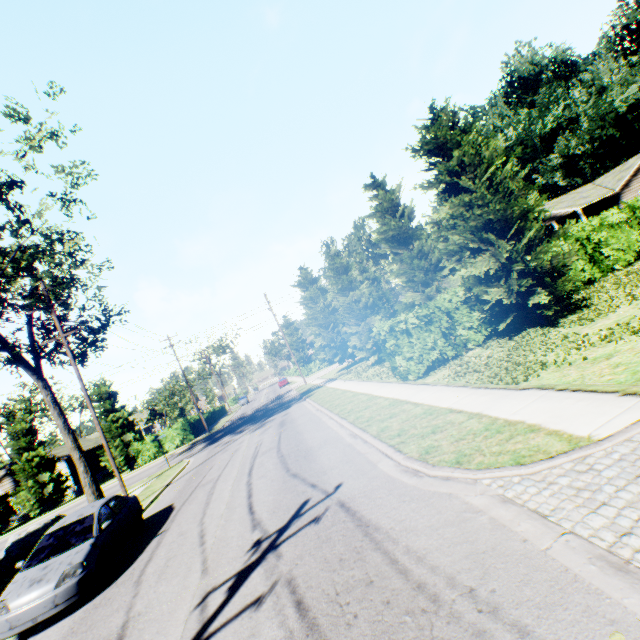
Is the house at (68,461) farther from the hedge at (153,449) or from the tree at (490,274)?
the tree at (490,274)

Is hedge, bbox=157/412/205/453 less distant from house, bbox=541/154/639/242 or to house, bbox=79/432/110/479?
house, bbox=79/432/110/479

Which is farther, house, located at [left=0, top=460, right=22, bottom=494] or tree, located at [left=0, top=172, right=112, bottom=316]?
house, located at [left=0, top=460, right=22, bottom=494]

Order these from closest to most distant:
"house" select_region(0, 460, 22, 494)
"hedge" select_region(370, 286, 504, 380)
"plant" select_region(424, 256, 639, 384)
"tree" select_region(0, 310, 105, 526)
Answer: "plant" select_region(424, 256, 639, 384) < "hedge" select_region(370, 286, 504, 380) < "tree" select_region(0, 310, 105, 526) < "house" select_region(0, 460, 22, 494)

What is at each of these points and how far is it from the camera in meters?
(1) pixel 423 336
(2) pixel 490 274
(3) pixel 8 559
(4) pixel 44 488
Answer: (1) hedge, 13.6
(2) tree, 12.1
(3) rock, 15.6
(4) tree, 33.1

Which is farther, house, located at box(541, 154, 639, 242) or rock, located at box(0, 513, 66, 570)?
house, located at box(541, 154, 639, 242)

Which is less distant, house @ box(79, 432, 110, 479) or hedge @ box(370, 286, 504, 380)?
hedge @ box(370, 286, 504, 380)

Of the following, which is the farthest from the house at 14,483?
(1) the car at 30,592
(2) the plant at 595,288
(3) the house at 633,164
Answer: (2) the plant at 595,288
